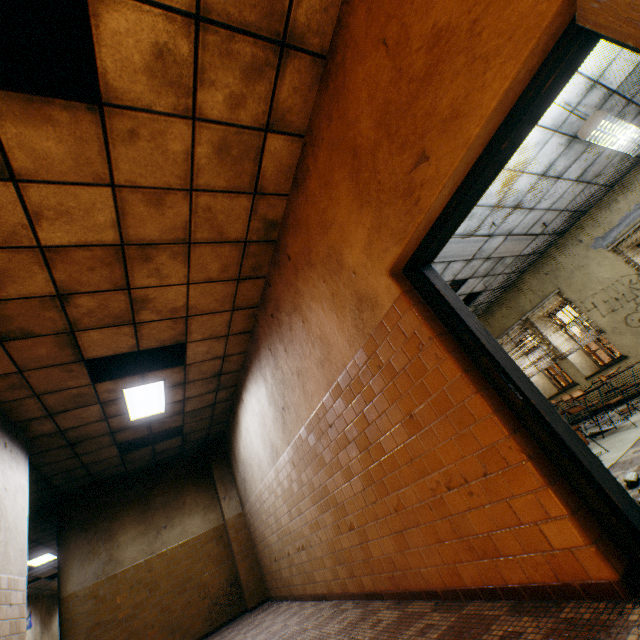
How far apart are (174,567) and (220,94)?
9.68m

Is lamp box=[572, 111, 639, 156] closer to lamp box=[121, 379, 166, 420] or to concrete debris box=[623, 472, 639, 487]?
concrete debris box=[623, 472, 639, 487]

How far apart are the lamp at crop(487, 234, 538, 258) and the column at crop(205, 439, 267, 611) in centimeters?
872cm

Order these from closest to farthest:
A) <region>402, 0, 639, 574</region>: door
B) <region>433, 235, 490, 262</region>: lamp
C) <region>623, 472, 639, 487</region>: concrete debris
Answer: <region>402, 0, 639, 574</region>: door < <region>623, 472, 639, 487</region>: concrete debris < <region>433, 235, 490, 262</region>: lamp

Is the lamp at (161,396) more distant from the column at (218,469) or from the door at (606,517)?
the door at (606,517)

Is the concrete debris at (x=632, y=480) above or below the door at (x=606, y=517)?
below

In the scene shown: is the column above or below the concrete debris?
above

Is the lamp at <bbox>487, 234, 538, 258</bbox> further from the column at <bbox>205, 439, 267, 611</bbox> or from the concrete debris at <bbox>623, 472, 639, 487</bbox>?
the column at <bbox>205, 439, 267, 611</bbox>
